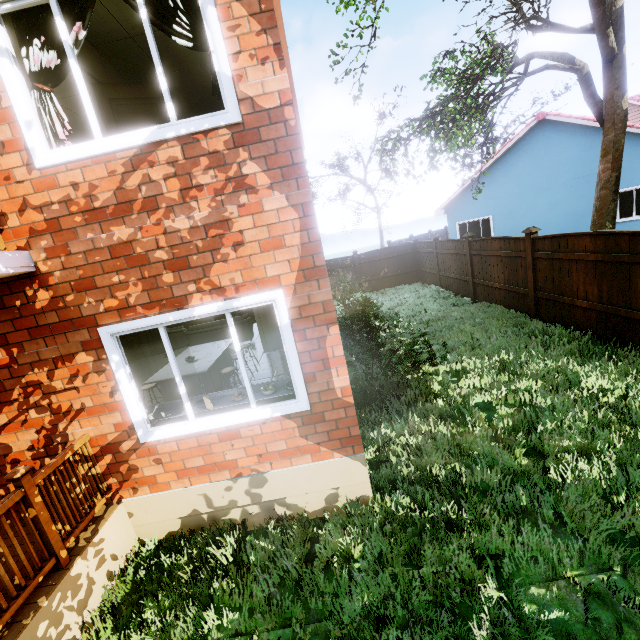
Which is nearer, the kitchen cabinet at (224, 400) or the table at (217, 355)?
the kitchen cabinet at (224, 400)

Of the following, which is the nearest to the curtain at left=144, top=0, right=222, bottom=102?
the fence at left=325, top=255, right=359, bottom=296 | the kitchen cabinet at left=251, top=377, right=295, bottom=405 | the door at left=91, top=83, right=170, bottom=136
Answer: the door at left=91, top=83, right=170, bottom=136

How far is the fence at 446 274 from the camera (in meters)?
12.24

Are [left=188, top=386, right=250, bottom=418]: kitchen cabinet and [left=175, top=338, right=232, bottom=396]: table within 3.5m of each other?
yes

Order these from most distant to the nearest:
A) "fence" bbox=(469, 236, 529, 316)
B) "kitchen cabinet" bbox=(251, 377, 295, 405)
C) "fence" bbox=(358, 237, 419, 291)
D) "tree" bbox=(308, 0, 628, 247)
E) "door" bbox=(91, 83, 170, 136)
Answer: "fence" bbox=(358, 237, 419, 291) < "fence" bbox=(469, 236, 529, 316) < "tree" bbox=(308, 0, 628, 247) < "door" bbox=(91, 83, 170, 136) < "kitchen cabinet" bbox=(251, 377, 295, 405)

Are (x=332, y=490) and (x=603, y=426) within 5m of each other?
yes

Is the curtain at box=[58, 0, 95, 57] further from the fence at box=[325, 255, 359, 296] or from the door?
the fence at box=[325, 255, 359, 296]

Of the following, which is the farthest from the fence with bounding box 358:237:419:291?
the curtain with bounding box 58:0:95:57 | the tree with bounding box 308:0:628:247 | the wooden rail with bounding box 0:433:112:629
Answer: the curtain with bounding box 58:0:95:57
